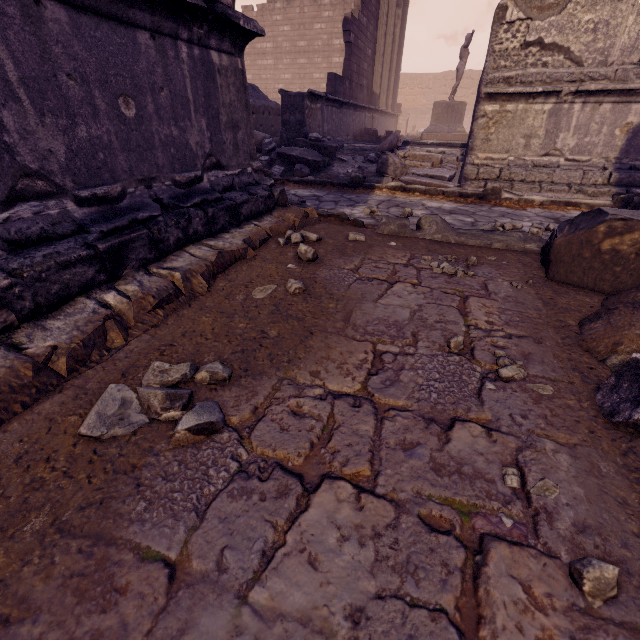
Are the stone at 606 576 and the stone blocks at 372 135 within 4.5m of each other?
no

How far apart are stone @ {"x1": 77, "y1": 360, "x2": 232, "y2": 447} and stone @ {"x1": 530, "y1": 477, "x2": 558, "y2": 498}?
0.96m

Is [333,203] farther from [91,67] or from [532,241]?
[91,67]

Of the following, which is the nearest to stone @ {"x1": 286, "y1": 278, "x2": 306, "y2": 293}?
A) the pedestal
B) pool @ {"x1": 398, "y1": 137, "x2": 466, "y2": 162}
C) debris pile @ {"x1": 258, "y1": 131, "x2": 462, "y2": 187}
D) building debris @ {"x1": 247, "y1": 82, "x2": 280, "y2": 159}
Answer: debris pile @ {"x1": 258, "y1": 131, "x2": 462, "y2": 187}

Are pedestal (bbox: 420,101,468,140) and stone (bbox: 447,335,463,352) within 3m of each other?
no

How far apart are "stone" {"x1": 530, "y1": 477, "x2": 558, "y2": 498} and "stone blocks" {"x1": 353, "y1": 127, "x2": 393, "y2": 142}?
12.4 meters

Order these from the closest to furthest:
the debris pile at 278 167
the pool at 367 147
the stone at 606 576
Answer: the stone at 606 576, the debris pile at 278 167, the pool at 367 147

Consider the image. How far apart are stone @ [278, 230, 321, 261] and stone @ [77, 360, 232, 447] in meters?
1.6 m
